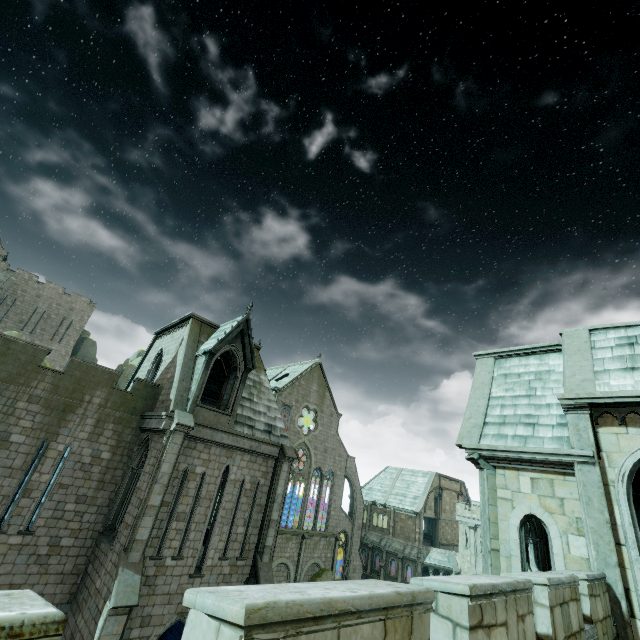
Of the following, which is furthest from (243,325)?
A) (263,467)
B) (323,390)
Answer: (323,390)

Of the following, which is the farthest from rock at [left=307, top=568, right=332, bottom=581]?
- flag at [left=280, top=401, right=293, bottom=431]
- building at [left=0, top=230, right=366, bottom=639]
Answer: flag at [left=280, top=401, right=293, bottom=431]

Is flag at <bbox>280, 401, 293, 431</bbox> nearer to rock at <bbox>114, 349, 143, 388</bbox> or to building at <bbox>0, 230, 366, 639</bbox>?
building at <bbox>0, 230, 366, 639</bbox>

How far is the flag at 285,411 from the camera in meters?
38.4

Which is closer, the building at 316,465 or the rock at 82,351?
the building at 316,465

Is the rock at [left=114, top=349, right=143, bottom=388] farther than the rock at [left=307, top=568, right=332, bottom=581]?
Yes

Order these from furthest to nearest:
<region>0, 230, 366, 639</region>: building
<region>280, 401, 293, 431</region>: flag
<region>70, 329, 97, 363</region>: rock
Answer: <region>70, 329, 97, 363</region>: rock → <region>280, 401, 293, 431</region>: flag → <region>0, 230, 366, 639</region>: building
